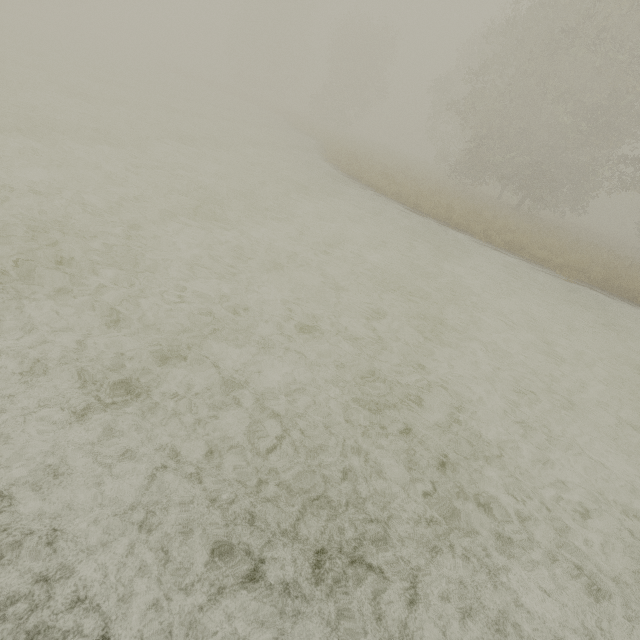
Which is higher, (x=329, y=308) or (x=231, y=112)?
(x=231, y=112)
